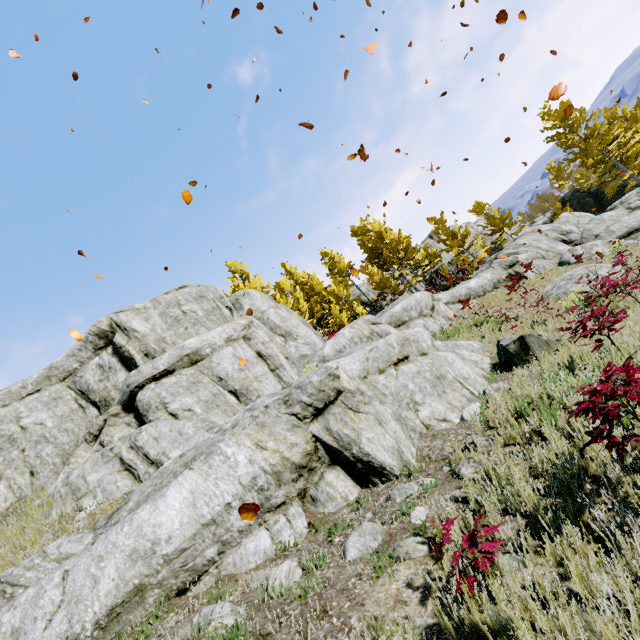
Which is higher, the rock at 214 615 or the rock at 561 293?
the rock at 214 615

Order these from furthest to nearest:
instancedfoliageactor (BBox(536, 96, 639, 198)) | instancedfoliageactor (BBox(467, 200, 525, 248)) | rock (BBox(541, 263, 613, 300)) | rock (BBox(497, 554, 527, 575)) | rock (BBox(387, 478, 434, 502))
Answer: instancedfoliageactor (BBox(467, 200, 525, 248)) → instancedfoliageactor (BBox(536, 96, 639, 198)) → rock (BBox(541, 263, 613, 300)) → rock (BBox(387, 478, 434, 502)) → rock (BBox(497, 554, 527, 575))

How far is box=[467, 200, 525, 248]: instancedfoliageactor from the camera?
31.84m

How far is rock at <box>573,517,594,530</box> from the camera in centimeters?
251cm

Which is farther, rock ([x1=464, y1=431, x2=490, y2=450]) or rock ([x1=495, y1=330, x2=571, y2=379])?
rock ([x1=495, y1=330, x2=571, y2=379])

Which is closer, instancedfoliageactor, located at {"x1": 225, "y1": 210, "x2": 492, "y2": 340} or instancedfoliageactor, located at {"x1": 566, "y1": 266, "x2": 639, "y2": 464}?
instancedfoliageactor, located at {"x1": 566, "y1": 266, "x2": 639, "y2": 464}

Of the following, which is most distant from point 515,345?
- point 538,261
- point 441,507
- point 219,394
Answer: point 538,261

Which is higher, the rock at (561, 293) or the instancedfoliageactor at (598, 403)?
the instancedfoliageactor at (598, 403)
